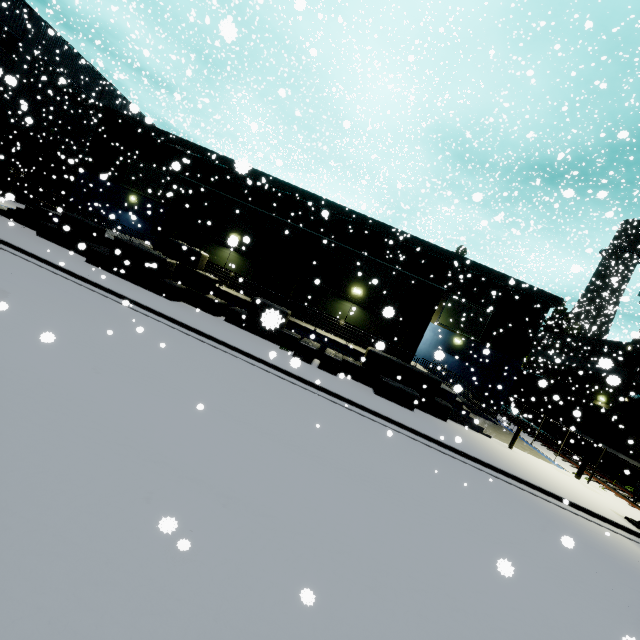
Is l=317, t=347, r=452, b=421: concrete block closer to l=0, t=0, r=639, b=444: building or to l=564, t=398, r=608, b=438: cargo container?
l=0, t=0, r=639, b=444: building

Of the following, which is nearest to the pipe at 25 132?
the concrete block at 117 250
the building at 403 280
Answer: the building at 403 280

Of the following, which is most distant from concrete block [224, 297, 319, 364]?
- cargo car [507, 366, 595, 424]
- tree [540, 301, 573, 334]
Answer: tree [540, 301, 573, 334]

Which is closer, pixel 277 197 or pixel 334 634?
pixel 334 634

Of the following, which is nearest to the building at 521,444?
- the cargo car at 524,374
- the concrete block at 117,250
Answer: the concrete block at 117,250

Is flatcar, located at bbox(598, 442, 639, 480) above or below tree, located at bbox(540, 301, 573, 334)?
below

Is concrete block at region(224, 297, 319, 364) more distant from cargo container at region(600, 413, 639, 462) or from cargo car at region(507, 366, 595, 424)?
cargo car at region(507, 366, 595, 424)

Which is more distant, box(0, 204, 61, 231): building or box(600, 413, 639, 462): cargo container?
box(600, 413, 639, 462): cargo container
